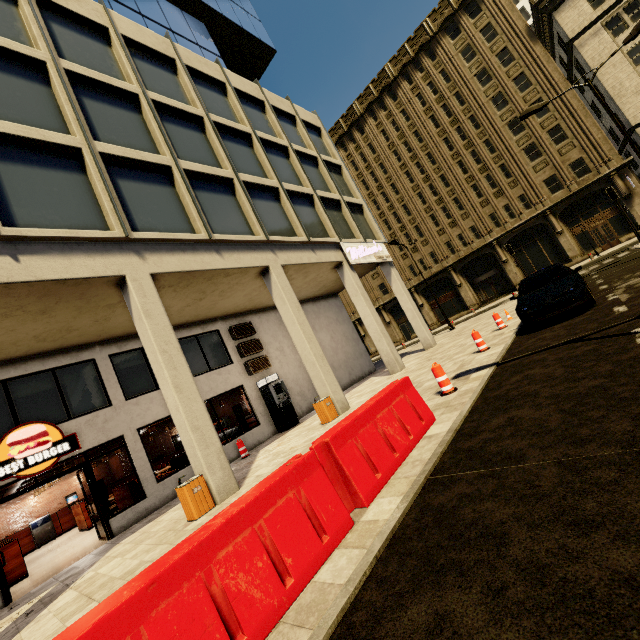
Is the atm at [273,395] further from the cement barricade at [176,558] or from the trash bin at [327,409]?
the cement barricade at [176,558]

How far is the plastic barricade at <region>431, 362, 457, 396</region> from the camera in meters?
7.0 m

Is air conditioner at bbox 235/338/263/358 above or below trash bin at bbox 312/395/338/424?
above

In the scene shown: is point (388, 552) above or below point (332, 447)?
below

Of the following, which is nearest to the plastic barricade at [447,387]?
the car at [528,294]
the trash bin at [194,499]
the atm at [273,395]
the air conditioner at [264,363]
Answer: the car at [528,294]

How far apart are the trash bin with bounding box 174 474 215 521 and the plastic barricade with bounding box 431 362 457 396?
5.7m

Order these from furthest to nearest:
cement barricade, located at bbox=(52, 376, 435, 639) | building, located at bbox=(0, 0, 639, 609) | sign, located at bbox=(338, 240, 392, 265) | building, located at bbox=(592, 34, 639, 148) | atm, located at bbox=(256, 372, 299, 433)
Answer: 1. building, located at bbox=(592, 34, 639, 148)
2. sign, located at bbox=(338, 240, 392, 265)
3. atm, located at bbox=(256, 372, 299, 433)
4. building, located at bbox=(0, 0, 639, 609)
5. cement barricade, located at bbox=(52, 376, 435, 639)

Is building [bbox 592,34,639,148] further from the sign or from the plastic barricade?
the plastic barricade
